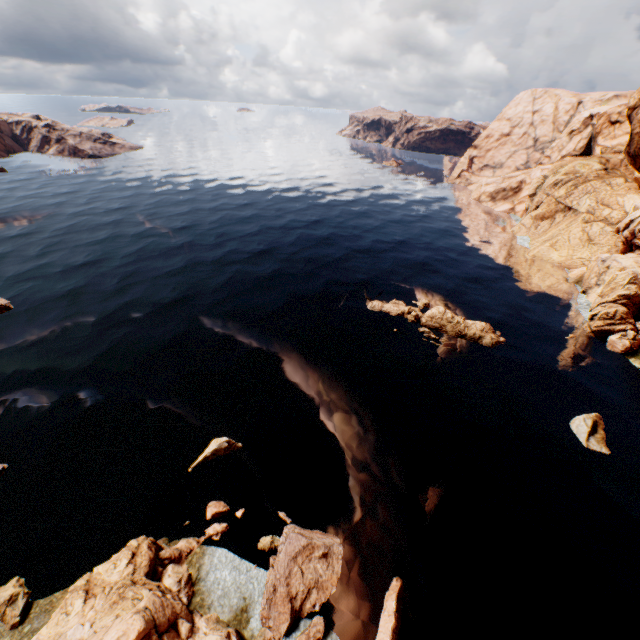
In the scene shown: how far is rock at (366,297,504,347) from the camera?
40.0 meters

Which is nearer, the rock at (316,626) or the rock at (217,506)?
the rock at (316,626)

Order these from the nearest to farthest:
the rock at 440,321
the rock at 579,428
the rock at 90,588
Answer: the rock at 90,588, the rock at 579,428, the rock at 440,321

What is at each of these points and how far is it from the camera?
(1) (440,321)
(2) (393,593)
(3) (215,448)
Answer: (1) rock, 41.2 meters
(2) rock, 19.3 meters
(3) rock, 26.1 meters

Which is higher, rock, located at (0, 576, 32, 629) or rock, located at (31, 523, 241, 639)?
rock, located at (31, 523, 241, 639)

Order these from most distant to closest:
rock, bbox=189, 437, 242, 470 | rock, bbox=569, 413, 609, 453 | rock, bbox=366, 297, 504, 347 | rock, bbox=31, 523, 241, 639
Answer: rock, bbox=366, 297, 504, 347, rock, bbox=569, 413, 609, 453, rock, bbox=189, 437, 242, 470, rock, bbox=31, 523, 241, 639

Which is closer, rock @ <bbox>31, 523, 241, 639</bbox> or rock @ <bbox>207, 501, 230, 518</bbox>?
rock @ <bbox>31, 523, 241, 639</bbox>
